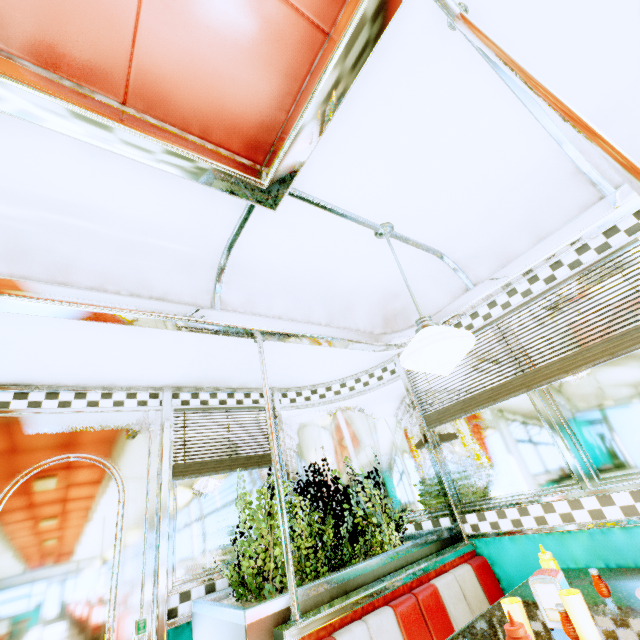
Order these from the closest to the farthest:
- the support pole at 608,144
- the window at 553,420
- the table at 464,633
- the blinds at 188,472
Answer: the support pole at 608,144 → the table at 464,633 → the window at 553,420 → the blinds at 188,472

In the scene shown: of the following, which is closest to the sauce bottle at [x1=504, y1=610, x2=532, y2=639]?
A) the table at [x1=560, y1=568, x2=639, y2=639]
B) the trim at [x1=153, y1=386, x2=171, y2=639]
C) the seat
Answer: the table at [x1=560, y1=568, x2=639, y2=639]

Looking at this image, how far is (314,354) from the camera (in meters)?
2.86

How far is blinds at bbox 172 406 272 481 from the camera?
2.51m

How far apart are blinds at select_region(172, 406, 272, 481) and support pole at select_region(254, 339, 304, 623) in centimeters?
87cm

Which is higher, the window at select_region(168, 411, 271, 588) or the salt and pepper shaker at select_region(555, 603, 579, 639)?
the window at select_region(168, 411, 271, 588)

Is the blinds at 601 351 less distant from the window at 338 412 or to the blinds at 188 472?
the window at 338 412

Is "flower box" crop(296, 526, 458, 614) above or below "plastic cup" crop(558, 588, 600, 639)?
above
